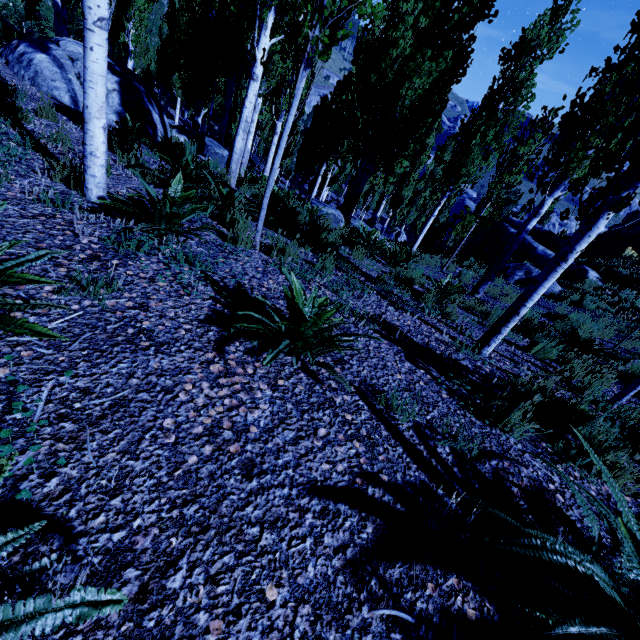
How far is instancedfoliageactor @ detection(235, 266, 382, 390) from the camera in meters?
2.1 m

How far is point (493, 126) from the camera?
13.6m

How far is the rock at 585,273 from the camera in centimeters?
1380cm

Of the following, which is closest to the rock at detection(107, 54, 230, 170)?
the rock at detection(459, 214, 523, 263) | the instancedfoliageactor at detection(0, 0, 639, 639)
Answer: the instancedfoliageactor at detection(0, 0, 639, 639)

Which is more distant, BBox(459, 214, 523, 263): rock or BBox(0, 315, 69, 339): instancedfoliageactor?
BBox(459, 214, 523, 263): rock

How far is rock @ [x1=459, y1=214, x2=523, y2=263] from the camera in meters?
19.3

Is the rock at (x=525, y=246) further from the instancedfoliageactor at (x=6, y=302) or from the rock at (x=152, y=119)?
the rock at (x=152, y=119)
